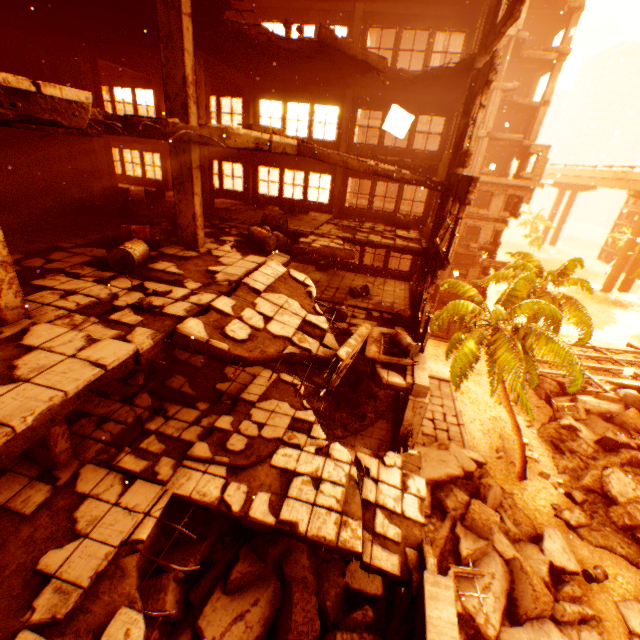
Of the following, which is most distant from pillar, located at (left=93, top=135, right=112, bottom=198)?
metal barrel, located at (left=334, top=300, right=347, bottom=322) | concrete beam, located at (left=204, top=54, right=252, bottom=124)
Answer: metal barrel, located at (left=334, top=300, right=347, bottom=322)

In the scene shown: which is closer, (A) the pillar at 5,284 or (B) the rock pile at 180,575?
(A) the pillar at 5,284

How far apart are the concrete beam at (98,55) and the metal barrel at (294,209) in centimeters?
797cm

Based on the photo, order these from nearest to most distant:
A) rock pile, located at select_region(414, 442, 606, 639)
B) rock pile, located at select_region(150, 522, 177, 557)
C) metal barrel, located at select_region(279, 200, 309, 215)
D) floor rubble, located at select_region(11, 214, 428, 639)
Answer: floor rubble, located at select_region(11, 214, 428, 639)
rock pile, located at select_region(150, 522, 177, 557)
rock pile, located at select_region(414, 442, 606, 639)
metal barrel, located at select_region(279, 200, 309, 215)

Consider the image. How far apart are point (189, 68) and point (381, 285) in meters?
12.2

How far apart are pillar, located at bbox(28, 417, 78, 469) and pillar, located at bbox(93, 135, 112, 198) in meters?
11.9 m

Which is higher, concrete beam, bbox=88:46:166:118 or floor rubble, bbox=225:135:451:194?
concrete beam, bbox=88:46:166:118

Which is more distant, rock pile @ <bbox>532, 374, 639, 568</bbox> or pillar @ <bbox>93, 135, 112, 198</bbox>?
rock pile @ <bbox>532, 374, 639, 568</bbox>
